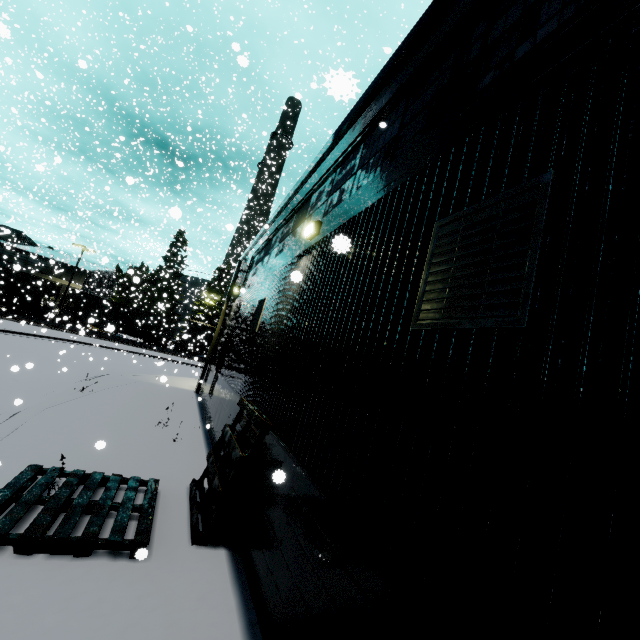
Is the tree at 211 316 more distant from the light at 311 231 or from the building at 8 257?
the light at 311 231

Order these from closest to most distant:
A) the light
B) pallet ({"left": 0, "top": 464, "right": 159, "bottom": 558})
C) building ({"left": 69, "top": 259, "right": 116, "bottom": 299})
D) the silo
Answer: pallet ({"left": 0, "top": 464, "right": 159, "bottom": 558}), the light, building ({"left": 69, "top": 259, "right": 116, "bottom": 299}), the silo

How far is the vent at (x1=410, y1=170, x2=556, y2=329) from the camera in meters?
1.9

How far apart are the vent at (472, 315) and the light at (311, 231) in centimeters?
354cm

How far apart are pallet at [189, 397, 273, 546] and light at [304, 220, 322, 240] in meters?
3.5 m

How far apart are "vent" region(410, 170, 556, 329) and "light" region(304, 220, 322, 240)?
3.5m

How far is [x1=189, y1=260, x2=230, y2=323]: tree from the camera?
48.12m

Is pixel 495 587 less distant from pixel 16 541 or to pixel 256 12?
pixel 16 541
